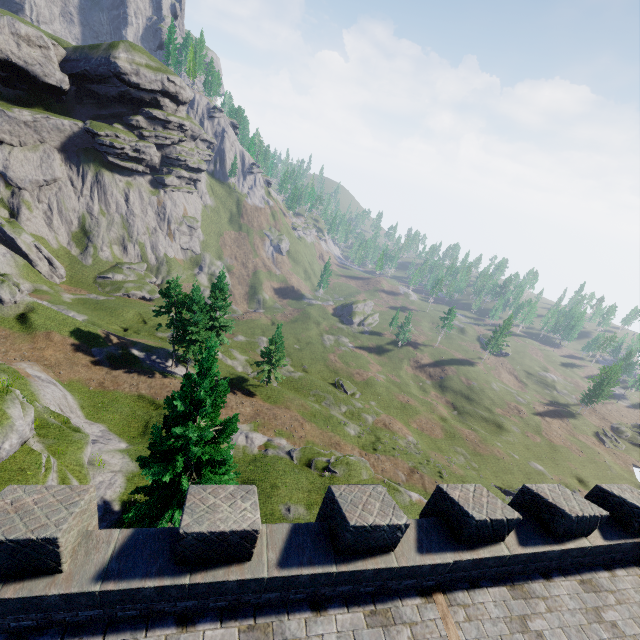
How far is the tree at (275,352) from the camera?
43.0 meters

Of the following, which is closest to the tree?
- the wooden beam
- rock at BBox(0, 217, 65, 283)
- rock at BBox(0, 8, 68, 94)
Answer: the wooden beam

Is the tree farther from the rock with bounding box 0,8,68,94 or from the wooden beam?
the rock with bounding box 0,8,68,94

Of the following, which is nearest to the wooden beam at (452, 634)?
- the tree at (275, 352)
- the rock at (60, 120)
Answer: the tree at (275, 352)

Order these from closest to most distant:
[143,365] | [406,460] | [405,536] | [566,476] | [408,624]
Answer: [408,624] → [405,536] → [143,365] → [406,460] → [566,476]

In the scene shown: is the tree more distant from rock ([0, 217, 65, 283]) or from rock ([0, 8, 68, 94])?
rock ([0, 8, 68, 94])

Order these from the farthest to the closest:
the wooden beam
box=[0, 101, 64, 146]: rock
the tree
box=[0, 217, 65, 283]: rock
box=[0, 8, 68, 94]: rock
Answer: box=[0, 101, 64, 146]: rock → box=[0, 8, 68, 94]: rock → box=[0, 217, 65, 283]: rock → the tree → the wooden beam

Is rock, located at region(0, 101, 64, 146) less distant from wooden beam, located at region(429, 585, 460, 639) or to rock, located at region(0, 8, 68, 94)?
rock, located at region(0, 8, 68, 94)
